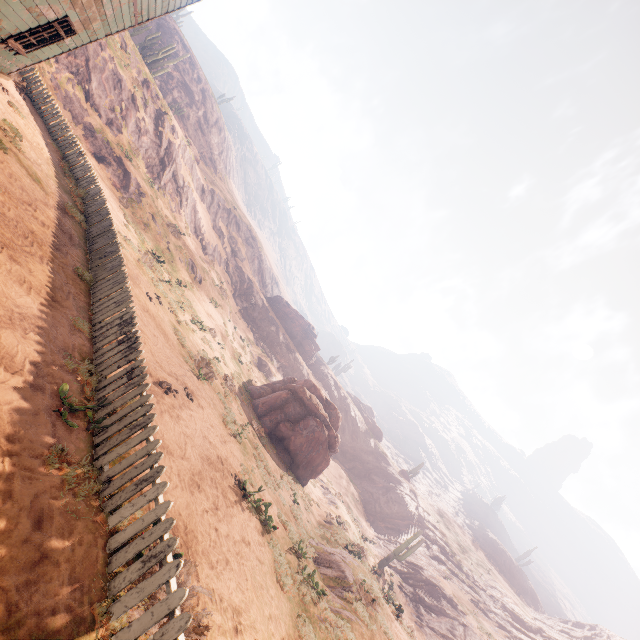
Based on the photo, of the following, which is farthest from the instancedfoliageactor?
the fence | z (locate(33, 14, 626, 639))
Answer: the fence

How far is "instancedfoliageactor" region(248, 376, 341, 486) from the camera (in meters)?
21.67

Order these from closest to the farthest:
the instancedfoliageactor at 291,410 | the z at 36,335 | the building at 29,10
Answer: the z at 36,335 → the building at 29,10 → the instancedfoliageactor at 291,410

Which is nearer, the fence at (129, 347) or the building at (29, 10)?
the fence at (129, 347)

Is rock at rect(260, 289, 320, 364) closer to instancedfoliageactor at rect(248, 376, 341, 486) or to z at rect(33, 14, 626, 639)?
instancedfoliageactor at rect(248, 376, 341, 486)

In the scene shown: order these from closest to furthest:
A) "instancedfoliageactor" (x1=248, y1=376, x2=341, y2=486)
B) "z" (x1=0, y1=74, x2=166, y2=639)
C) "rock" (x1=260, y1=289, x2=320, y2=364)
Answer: "z" (x1=0, y1=74, x2=166, y2=639)
"instancedfoliageactor" (x1=248, y1=376, x2=341, y2=486)
"rock" (x1=260, y1=289, x2=320, y2=364)

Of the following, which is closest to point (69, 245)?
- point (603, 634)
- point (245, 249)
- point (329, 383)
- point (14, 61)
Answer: point (14, 61)

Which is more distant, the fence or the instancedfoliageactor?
the instancedfoliageactor
